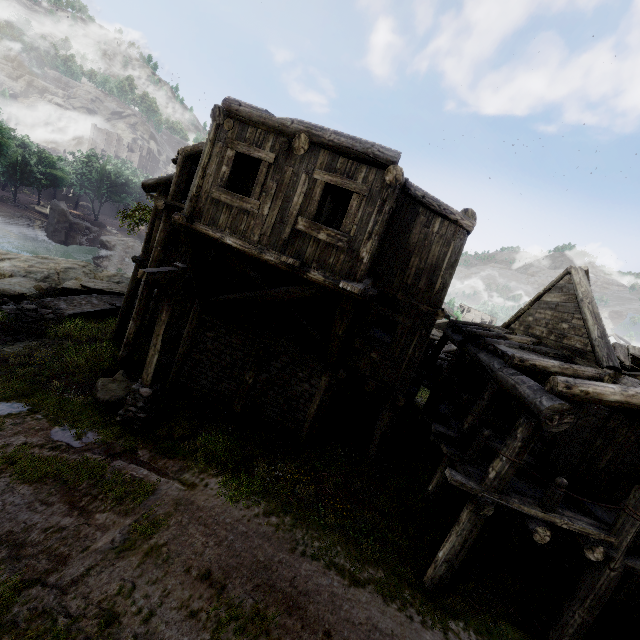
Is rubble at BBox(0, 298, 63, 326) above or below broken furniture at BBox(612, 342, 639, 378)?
below

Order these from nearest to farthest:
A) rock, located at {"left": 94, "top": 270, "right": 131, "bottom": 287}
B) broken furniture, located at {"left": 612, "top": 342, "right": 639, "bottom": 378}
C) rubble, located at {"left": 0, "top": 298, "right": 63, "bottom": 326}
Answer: broken furniture, located at {"left": 612, "top": 342, "right": 639, "bottom": 378}
rubble, located at {"left": 0, "top": 298, "right": 63, "bottom": 326}
rock, located at {"left": 94, "top": 270, "right": 131, "bottom": 287}

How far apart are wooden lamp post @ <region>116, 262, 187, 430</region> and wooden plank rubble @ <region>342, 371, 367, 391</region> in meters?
11.9 m

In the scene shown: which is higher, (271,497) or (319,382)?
(319,382)

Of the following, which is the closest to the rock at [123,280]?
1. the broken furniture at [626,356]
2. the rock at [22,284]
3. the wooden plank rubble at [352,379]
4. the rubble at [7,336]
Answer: the rock at [22,284]

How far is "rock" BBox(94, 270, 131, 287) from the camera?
25.22m

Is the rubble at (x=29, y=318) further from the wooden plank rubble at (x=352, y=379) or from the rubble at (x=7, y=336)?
the wooden plank rubble at (x=352, y=379)

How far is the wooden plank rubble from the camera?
19.2m
